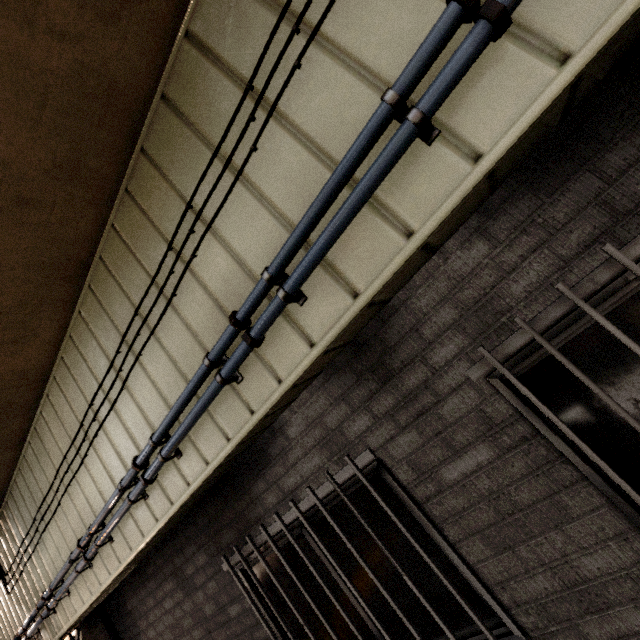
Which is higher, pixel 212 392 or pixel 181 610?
pixel 212 392

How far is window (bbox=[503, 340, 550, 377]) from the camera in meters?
1.5 m

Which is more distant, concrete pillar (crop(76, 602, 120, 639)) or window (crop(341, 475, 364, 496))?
concrete pillar (crop(76, 602, 120, 639))

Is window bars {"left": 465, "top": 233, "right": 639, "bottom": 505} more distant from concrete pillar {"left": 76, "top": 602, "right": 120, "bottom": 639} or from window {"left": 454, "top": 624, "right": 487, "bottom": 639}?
concrete pillar {"left": 76, "top": 602, "right": 120, "bottom": 639}

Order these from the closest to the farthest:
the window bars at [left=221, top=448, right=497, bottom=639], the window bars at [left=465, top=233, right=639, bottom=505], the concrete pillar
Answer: the window bars at [left=465, top=233, right=639, bottom=505], the window bars at [left=221, top=448, right=497, bottom=639], the concrete pillar

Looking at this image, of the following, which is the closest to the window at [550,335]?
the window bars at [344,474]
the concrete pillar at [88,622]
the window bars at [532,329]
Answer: the window bars at [532,329]

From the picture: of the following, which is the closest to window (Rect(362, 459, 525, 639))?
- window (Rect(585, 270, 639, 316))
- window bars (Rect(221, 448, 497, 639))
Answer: window bars (Rect(221, 448, 497, 639))
